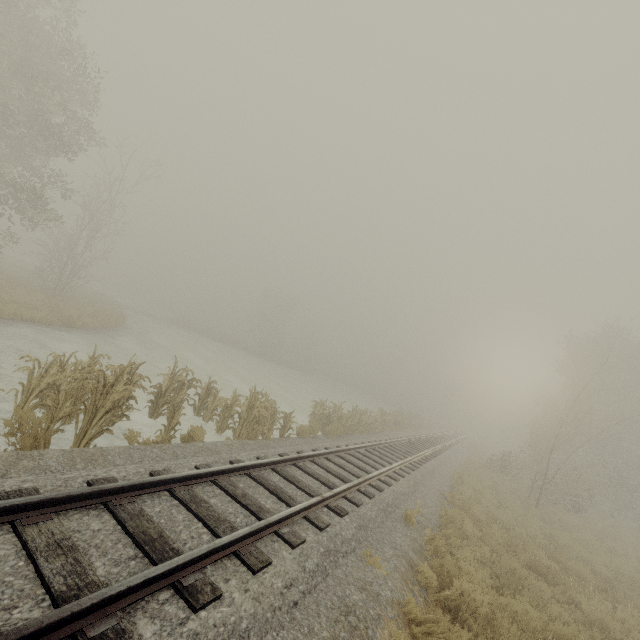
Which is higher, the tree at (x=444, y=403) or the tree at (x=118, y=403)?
the tree at (x=444, y=403)

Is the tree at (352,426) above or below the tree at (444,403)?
below

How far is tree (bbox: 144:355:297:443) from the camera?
8.47m

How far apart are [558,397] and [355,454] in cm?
4197

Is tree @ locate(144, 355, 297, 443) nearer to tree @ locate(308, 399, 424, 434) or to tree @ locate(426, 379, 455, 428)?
tree @ locate(308, 399, 424, 434)

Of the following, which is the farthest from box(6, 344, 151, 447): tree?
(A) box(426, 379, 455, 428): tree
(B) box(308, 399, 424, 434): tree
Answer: (A) box(426, 379, 455, 428): tree
